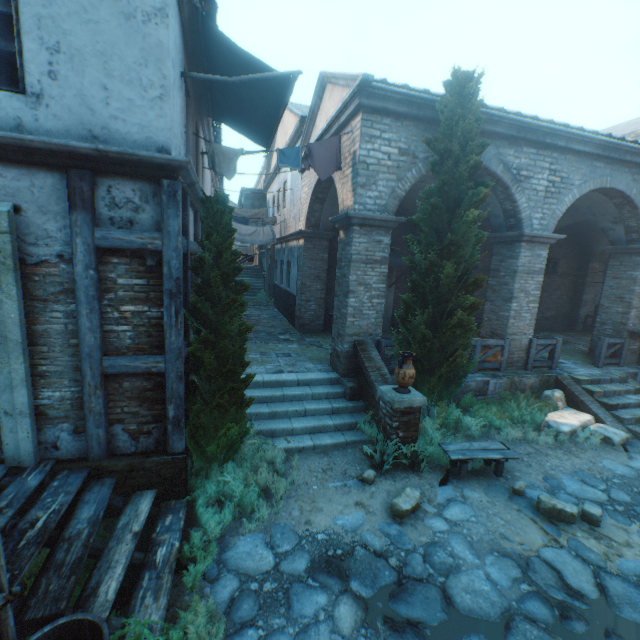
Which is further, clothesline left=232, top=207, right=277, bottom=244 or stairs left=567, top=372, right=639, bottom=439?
clothesline left=232, top=207, right=277, bottom=244

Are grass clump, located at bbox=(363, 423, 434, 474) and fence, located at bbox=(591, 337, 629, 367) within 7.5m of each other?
no

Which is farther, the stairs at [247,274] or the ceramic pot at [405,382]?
the stairs at [247,274]

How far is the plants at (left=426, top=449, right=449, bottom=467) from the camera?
6.32m

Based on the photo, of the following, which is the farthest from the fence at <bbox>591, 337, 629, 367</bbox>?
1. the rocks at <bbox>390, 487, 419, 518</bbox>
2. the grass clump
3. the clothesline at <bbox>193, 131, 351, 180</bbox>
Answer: the clothesline at <bbox>193, 131, 351, 180</bbox>

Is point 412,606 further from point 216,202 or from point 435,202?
point 435,202

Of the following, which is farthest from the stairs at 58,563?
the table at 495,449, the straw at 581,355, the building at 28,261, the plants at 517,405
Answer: the straw at 581,355

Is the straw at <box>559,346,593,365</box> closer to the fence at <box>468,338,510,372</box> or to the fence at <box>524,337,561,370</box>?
the fence at <box>524,337,561,370</box>
